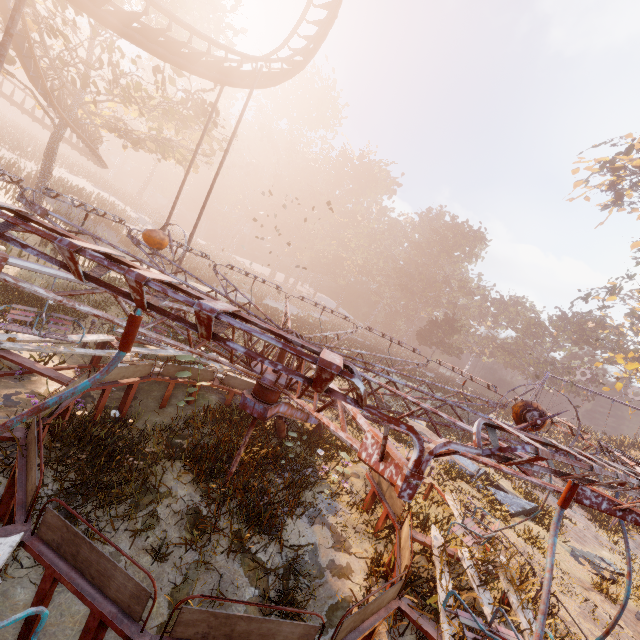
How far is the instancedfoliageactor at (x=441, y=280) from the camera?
45.2 meters

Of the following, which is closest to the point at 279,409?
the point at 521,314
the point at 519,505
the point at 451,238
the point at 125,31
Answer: the point at 519,505

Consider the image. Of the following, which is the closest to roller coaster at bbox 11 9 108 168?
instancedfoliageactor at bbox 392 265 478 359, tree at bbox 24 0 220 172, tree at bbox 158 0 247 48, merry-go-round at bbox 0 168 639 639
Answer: tree at bbox 24 0 220 172

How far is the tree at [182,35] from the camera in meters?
19.3 m

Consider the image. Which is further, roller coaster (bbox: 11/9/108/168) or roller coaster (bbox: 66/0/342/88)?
roller coaster (bbox: 11/9/108/168)

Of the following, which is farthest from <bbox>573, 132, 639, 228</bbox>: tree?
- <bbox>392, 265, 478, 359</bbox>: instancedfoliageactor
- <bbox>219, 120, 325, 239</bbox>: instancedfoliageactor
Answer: <bbox>392, 265, 478, 359</bbox>: instancedfoliageactor

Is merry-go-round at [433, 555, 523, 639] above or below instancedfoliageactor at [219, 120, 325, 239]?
below

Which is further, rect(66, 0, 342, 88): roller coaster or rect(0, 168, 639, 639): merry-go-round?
rect(66, 0, 342, 88): roller coaster
